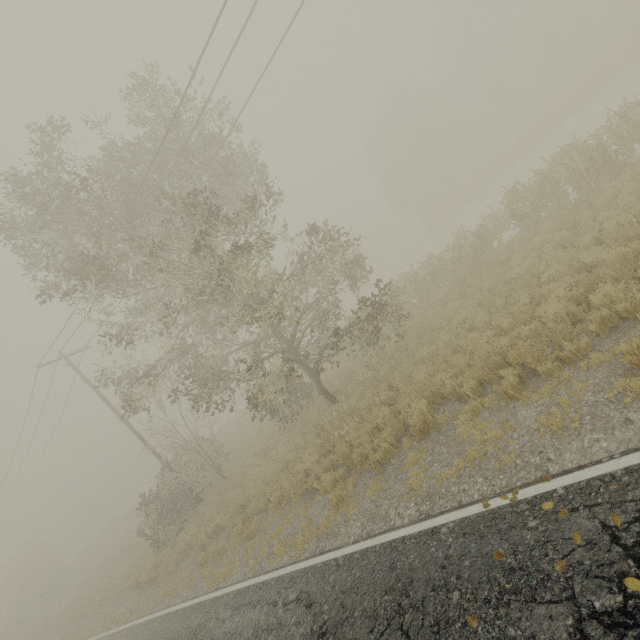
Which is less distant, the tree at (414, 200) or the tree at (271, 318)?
the tree at (271, 318)

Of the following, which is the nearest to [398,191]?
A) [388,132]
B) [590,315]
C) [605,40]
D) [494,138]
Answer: [388,132]

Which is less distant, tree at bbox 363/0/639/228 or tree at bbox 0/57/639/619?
tree at bbox 0/57/639/619
